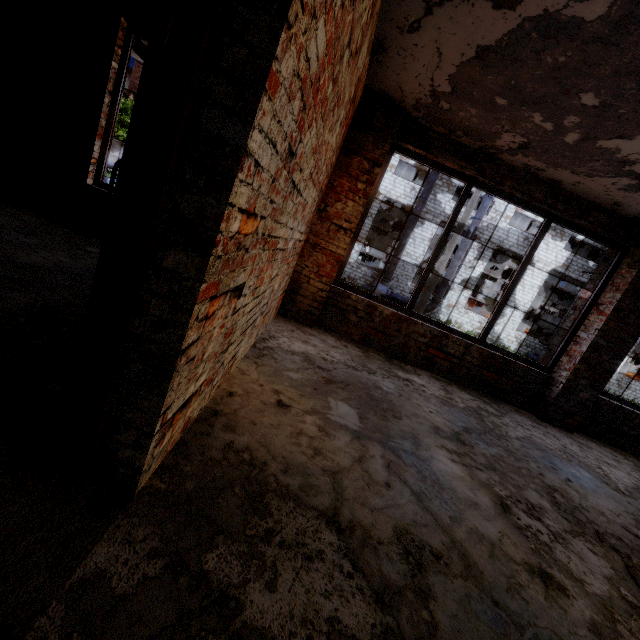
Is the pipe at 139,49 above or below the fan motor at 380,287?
above

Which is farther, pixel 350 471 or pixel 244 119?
pixel 350 471

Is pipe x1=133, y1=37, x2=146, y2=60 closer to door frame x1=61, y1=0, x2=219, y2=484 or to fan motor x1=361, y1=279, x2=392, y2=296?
door frame x1=61, y1=0, x2=219, y2=484

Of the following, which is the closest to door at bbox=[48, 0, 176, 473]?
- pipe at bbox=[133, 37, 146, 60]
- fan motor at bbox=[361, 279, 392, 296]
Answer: pipe at bbox=[133, 37, 146, 60]

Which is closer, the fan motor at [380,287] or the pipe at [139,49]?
the pipe at [139,49]

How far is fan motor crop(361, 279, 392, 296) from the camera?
22.9 meters

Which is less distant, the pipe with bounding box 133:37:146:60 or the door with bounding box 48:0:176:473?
the door with bounding box 48:0:176:473

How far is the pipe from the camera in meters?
5.9
